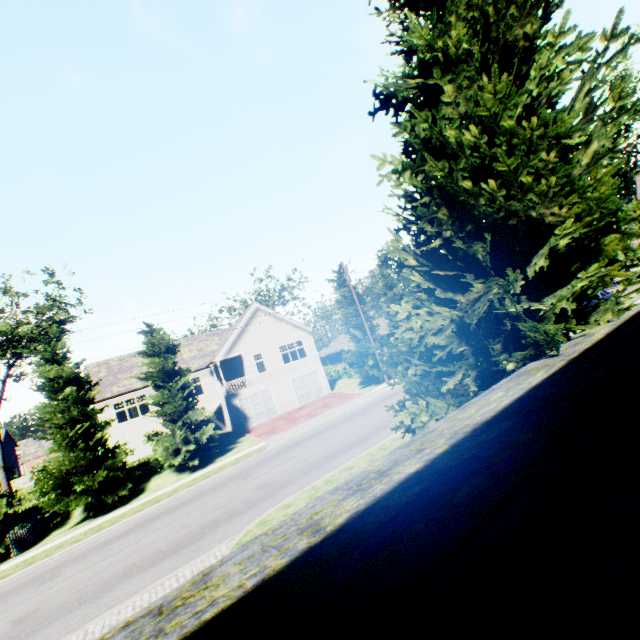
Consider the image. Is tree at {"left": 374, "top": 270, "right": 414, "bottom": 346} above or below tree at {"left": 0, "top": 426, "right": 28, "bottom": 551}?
above

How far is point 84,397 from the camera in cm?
2042

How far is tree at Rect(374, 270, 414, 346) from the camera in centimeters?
3375cm

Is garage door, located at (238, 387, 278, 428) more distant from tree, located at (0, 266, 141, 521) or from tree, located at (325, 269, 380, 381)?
tree, located at (325, 269, 380, 381)

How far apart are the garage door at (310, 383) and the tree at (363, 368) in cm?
616

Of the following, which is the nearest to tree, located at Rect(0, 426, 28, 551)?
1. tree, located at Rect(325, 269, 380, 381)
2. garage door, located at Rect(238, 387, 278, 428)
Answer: tree, located at Rect(325, 269, 380, 381)

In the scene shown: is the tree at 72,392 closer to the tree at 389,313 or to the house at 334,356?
the tree at 389,313

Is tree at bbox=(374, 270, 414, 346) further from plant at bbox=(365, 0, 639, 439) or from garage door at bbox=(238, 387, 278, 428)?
plant at bbox=(365, 0, 639, 439)
